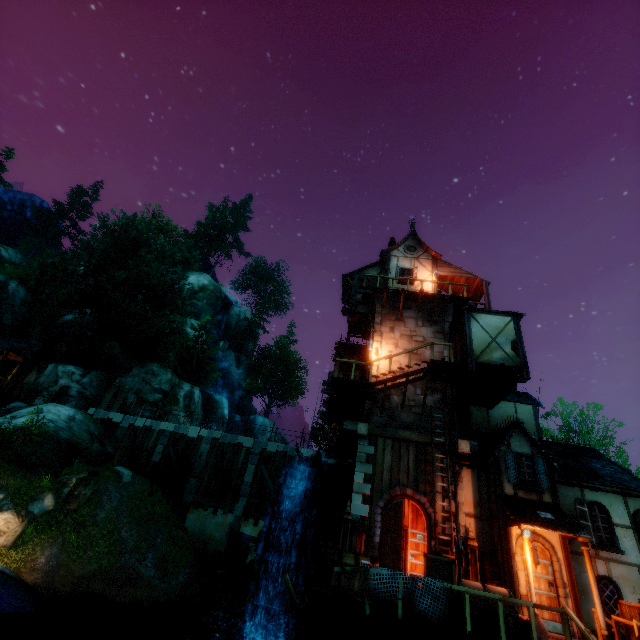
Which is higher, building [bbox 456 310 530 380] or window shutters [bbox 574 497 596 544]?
building [bbox 456 310 530 380]

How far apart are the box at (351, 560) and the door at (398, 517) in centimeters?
41cm

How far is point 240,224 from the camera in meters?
58.3

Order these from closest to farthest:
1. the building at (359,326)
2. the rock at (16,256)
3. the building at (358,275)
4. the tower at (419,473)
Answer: the tower at (419,473)
the building at (359,326)
the building at (358,275)
the rock at (16,256)

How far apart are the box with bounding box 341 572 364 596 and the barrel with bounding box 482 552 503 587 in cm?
303

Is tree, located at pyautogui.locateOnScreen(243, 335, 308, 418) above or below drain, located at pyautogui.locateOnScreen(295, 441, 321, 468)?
above

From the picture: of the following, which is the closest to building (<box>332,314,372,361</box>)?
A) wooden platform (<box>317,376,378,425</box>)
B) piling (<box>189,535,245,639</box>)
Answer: wooden platform (<box>317,376,378,425</box>)

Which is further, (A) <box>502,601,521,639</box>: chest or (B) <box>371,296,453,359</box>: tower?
(B) <box>371,296,453,359</box>: tower
